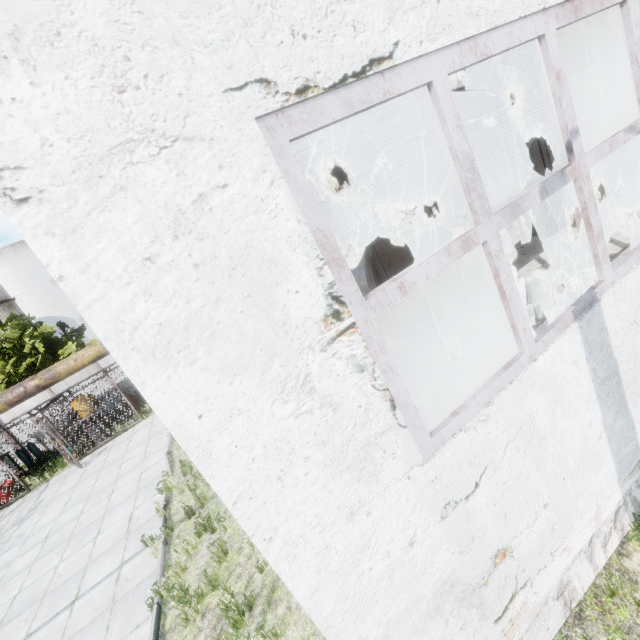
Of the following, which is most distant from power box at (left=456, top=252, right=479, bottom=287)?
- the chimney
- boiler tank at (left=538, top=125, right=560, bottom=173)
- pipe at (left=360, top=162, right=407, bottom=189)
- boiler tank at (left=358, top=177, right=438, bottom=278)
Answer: the chimney

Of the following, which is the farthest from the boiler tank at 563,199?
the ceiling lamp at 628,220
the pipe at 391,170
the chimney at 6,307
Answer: the chimney at 6,307

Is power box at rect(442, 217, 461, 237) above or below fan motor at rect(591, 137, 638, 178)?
above

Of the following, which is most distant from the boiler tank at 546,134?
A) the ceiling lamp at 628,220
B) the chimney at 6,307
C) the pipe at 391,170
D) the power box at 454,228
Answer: the chimney at 6,307

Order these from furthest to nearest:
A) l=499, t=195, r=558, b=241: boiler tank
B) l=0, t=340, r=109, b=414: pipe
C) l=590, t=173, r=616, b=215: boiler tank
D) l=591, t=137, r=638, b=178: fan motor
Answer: l=591, t=137, r=638, b=178: fan motor, l=499, t=195, r=558, b=241: boiler tank, l=590, t=173, r=616, b=215: boiler tank, l=0, t=340, r=109, b=414: pipe

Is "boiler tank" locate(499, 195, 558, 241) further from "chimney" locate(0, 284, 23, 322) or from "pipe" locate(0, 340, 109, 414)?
"chimney" locate(0, 284, 23, 322)

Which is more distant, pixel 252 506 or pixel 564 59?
pixel 564 59

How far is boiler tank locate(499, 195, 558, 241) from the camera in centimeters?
1255cm
